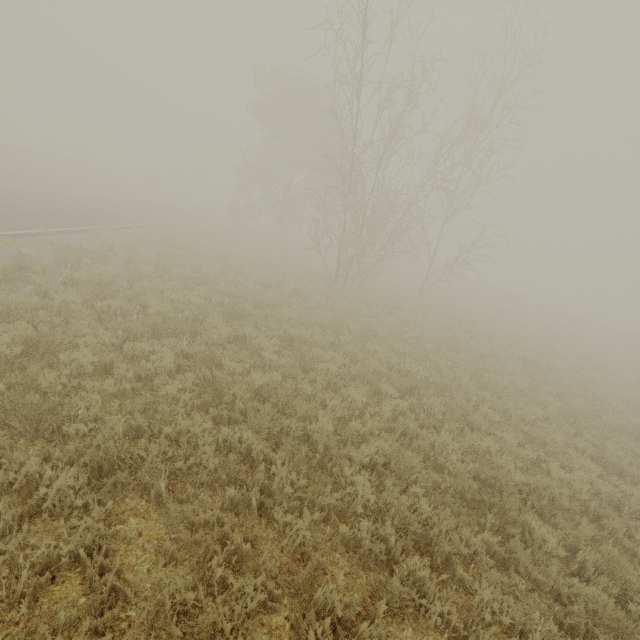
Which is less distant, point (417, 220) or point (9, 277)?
point (9, 277)
